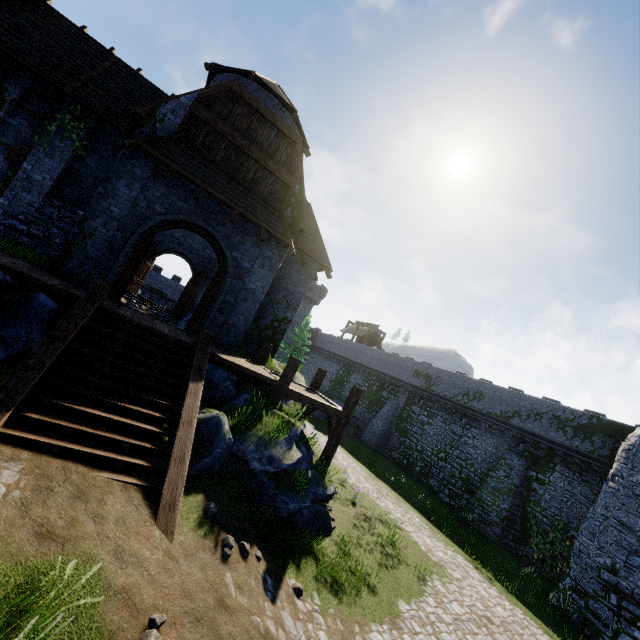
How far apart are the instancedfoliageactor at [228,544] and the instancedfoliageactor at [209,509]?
0.3m

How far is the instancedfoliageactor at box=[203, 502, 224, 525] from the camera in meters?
6.4 m

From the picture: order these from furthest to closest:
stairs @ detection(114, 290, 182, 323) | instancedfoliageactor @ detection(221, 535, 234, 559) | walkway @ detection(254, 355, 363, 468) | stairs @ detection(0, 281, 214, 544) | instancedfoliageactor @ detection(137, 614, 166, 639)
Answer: stairs @ detection(114, 290, 182, 323), walkway @ detection(254, 355, 363, 468), instancedfoliageactor @ detection(221, 535, 234, 559), stairs @ detection(0, 281, 214, 544), instancedfoliageactor @ detection(137, 614, 166, 639)

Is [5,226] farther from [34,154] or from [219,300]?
[219,300]

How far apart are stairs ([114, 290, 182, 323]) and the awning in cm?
1113

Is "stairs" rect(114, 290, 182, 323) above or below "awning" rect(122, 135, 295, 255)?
below

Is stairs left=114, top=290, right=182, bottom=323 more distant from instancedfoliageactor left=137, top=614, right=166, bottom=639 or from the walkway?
instancedfoliageactor left=137, top=614, right=166, bottom=639

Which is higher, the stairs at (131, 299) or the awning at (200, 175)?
the awning at (200, 175)
